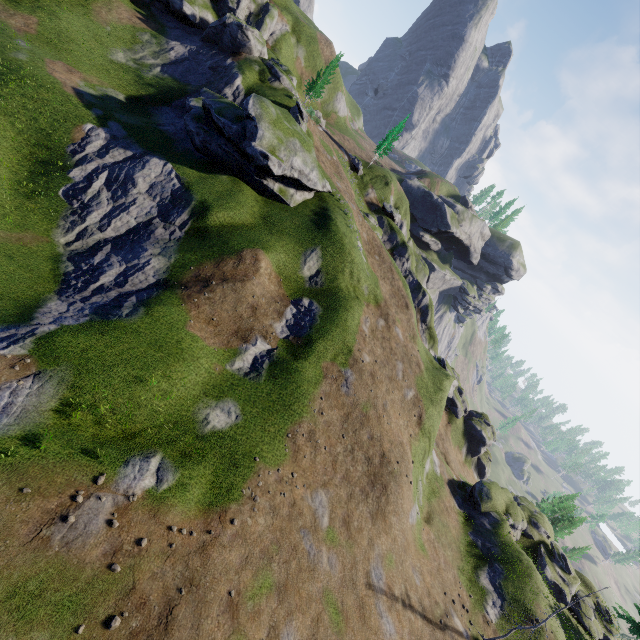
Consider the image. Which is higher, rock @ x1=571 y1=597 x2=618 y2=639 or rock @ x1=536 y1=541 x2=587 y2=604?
rock @ x1=536 y1=541 x2=587 y2=604

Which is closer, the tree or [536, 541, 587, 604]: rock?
[536, 541, 587, 604]: rock

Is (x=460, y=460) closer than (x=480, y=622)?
No

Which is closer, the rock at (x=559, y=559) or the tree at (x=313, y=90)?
the rock at (x=559, y=559)

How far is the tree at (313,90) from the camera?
52.2m

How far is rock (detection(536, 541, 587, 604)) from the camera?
32.4m

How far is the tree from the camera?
52.22m
